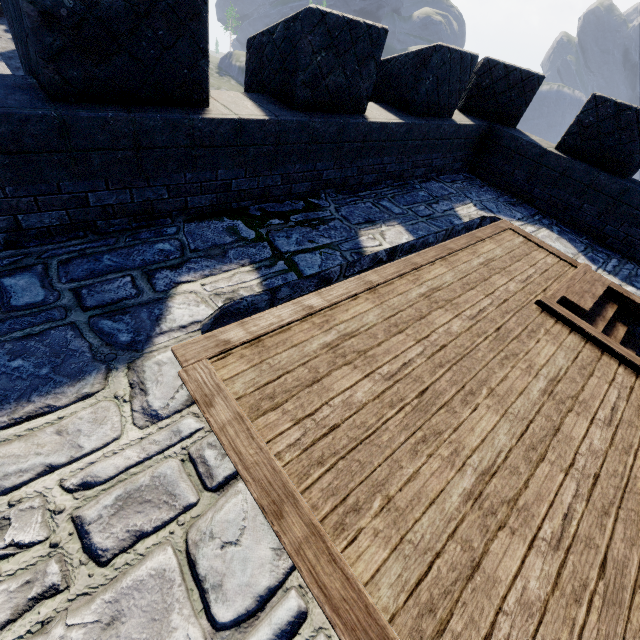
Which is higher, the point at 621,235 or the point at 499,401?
the point at 621,235
